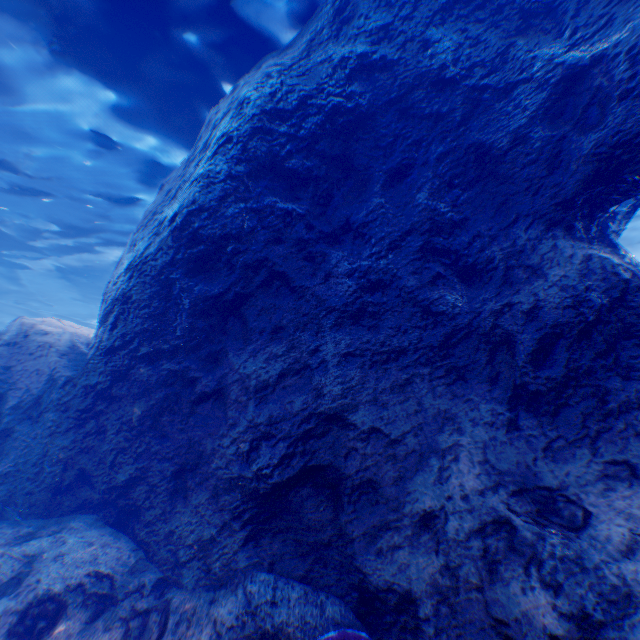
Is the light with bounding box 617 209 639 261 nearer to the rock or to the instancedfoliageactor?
the rock

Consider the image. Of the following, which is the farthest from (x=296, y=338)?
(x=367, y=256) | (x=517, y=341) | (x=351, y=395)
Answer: (x=517, y=341)

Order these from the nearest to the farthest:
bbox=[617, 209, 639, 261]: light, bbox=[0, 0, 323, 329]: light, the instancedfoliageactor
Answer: the instancedfoliageactor
bbox=[0, 0, 323, 329]: light
bbox=[617, 209, 639, 261]: light

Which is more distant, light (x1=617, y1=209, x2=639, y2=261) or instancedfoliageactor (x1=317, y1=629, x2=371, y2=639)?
light (x1=617, y1=209, x2=639, y2=261)

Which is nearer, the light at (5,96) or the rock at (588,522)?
the rock at (588,522)

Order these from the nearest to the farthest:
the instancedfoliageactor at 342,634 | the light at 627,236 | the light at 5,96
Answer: the instancedfoliageactor at 342,634, the light at 5,96, the light at 627,236
